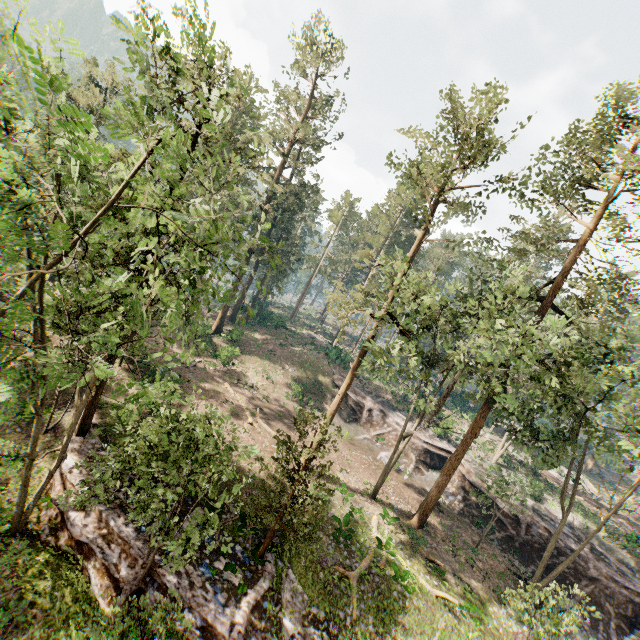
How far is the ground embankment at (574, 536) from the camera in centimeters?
2616cm

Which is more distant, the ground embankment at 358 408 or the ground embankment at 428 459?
the ground embankment at 358 408

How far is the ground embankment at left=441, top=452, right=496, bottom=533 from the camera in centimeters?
2898cm

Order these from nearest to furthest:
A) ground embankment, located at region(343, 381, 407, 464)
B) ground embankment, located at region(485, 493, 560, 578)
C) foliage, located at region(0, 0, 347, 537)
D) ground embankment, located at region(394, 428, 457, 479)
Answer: A: foliage, located at region(0, 0, 347, 537) < ground embankment, located at region(485, 493, 560, 578) < ground embankment, located at region(394, 428, 457, 479) < ground embankment, located at region(343, 381, 407, 464)

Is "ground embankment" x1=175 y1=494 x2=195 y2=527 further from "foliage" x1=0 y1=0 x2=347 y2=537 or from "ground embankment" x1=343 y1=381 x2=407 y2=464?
"ground embankment" x1=343 y1=381 x2=407 y2=464

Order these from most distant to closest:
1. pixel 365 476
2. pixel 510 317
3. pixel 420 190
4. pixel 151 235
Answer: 1. pixel 365 476
2. pixel 420 190
3. pixel 151 235
4. pixel 510 317
